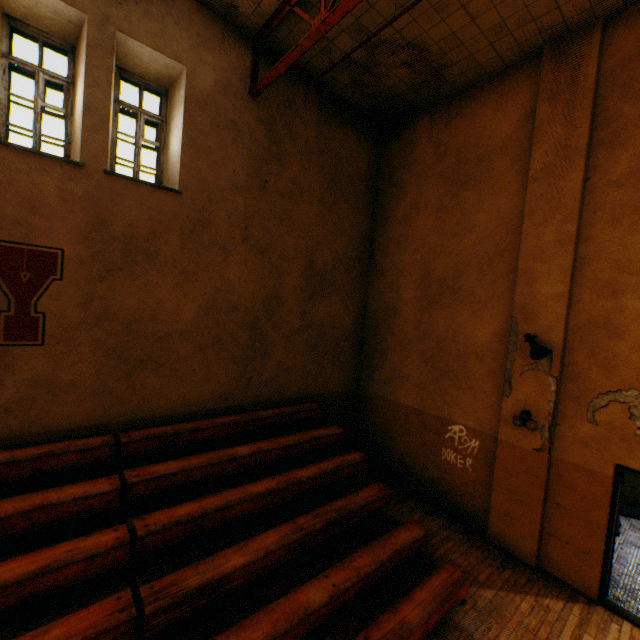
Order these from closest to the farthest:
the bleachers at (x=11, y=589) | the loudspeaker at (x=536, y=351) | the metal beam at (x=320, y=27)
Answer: the bleachers at (x=11, y=589)
the metal beam at (x=320, y=27)
the loudspeaker at (x=536, y=351)

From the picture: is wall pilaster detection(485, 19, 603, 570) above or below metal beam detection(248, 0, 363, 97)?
below

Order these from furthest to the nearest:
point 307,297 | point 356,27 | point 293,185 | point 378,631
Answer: point 307,297 → point 293,185 → point 356,27 → point 378,631

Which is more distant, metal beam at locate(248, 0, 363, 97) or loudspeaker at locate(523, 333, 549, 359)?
loudspeaker at locate(523, 333, 549, 359)

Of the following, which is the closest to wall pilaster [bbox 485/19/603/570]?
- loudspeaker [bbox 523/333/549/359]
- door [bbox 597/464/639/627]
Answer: loudspeaker [bbox 523/333/549/359]

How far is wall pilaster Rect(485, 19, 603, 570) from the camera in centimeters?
518cm

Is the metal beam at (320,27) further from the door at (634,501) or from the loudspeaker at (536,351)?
the door at (634,501)

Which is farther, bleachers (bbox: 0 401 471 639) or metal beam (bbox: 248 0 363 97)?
metal beam (bbox: 248 0 363 97)
